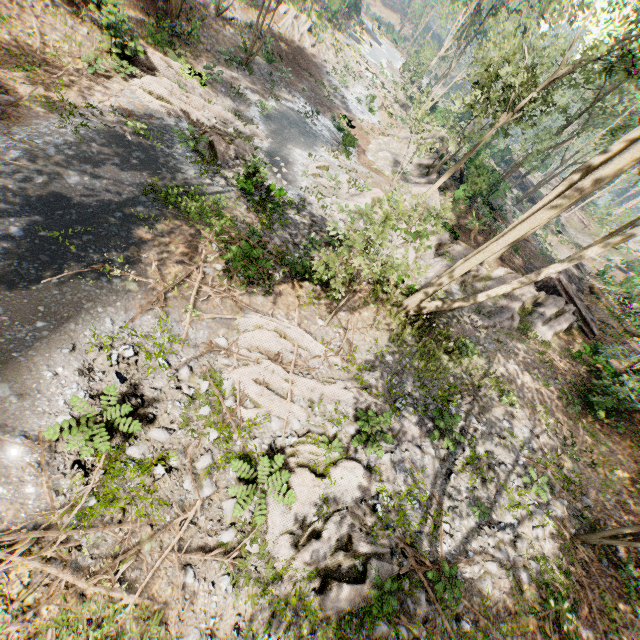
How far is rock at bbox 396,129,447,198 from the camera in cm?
A: 2309

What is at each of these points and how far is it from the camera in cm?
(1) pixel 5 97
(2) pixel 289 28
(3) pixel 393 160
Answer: (1) foliage, 952
(2) foliage, 2964
(3) rock, 2633

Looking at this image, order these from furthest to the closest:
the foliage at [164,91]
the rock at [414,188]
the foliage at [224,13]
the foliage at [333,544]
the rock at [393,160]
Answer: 1. the rock at [393,160]
2. the rock at [414,188]
3. the foliage at [224,13]
4. the foliage at [164,91]
5. the foliage at [333,544]

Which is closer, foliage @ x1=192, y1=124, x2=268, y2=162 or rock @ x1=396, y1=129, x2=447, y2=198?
foliage @ x1=192, y1=124, x2=268, y2=162

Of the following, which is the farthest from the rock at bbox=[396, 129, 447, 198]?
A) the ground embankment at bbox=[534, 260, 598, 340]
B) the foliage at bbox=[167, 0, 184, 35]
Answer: the ground embankment at bbox=[534, 260, 598, 340]

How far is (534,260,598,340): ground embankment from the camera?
19.1m

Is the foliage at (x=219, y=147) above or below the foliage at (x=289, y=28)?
below

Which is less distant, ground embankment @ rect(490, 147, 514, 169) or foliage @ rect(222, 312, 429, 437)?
foliage @ rect(222, 312, 429, 437)
